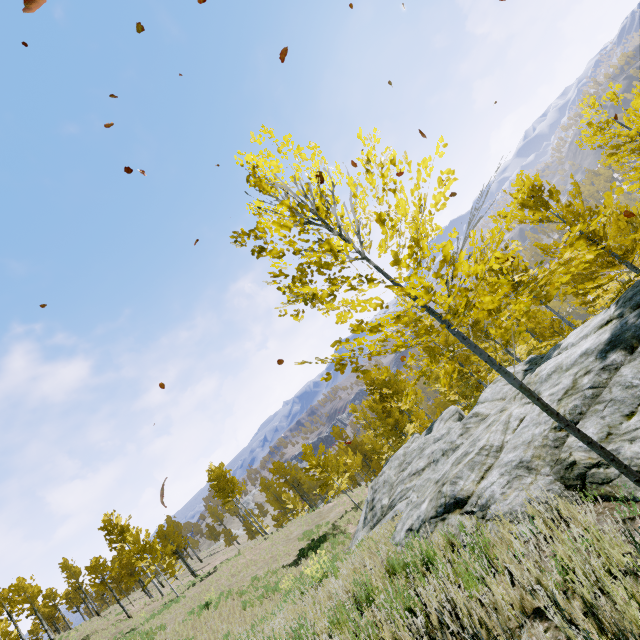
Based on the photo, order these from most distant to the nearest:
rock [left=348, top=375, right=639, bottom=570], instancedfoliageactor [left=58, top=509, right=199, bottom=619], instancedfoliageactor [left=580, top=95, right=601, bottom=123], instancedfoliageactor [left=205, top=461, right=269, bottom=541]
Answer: instancedfoliageactor [left=205, top=461, right=269, bottom=541]
instancedfoliageactor [left=58, top=509, right=199, bottom=619]
instancedfoliageactor [left=580, top=95, right=601, bottom=123]
rock [left=348, top=375, right=639, bottom=570]

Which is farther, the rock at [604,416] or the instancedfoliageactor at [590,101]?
the instancedfoliageactor at [590,101]

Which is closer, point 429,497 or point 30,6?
point 30,6

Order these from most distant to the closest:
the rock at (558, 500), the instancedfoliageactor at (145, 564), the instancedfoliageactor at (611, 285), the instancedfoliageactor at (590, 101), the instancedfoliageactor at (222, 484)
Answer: the instancedfoliageactor at (222, 484), the instancedfoliageactor at (145, 564), the instancedfoliageactor at (590, 101), the rock at (558, 500), the instancedfoliageactor at (611, 285)

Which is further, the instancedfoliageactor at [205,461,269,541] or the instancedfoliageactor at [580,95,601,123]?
the instancedfoliageactor at [205,461,269,541]

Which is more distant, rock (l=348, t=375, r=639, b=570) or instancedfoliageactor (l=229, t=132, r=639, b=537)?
rock (l=348, t=375, r=639, b=570)
